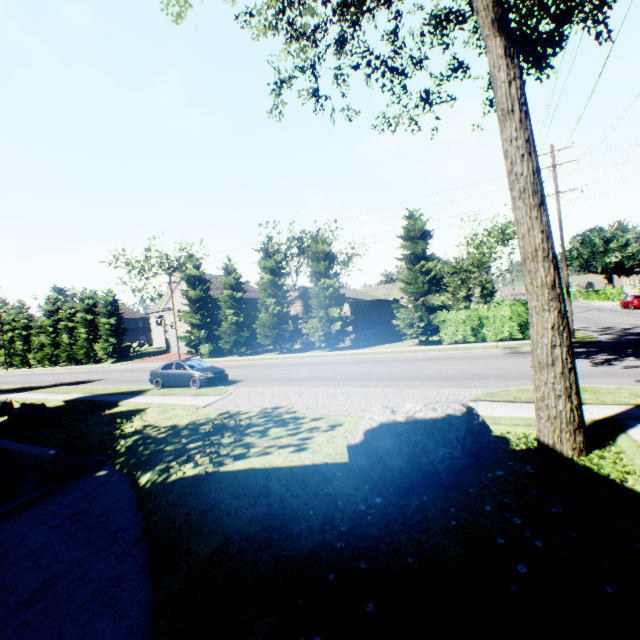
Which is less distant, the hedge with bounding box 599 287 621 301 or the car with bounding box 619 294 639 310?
the car with bounding box 619 294 639 310

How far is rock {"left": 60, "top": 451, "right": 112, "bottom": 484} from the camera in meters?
9.4

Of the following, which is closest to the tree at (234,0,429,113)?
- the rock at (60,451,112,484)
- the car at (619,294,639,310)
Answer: the car at (619,294,639,310)

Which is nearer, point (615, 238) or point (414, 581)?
point (414, 581)

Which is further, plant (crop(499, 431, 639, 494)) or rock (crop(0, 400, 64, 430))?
rock (crop(0, 400, 64, 430))

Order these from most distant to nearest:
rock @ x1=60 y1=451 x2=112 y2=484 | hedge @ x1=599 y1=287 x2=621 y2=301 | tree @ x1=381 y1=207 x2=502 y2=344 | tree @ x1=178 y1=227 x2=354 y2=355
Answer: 1. hedge @ x1=599 y1=287 x2=621 y2=301
2. tree @ x1=178 y1=227 x2=354 y2=355
3. tree @ x1=381 y1=207 x2=502 y2=344
4. rock @ x1=60 y1=451 x2=112 y2=484

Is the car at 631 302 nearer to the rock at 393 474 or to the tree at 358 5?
the tree at 358 5

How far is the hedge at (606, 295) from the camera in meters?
53.3
